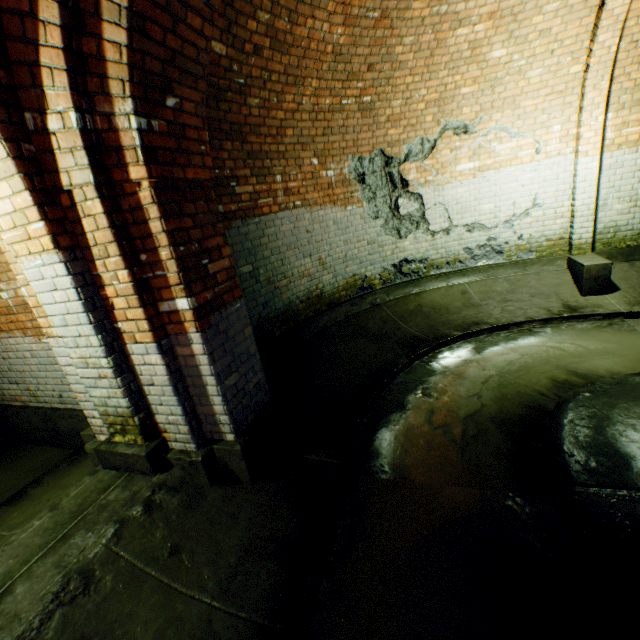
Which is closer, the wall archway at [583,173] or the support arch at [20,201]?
the support arch at [20,201]

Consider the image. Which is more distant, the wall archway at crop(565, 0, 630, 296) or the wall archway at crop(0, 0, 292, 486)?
the wall archway at crop(565, 0, 630, 296)

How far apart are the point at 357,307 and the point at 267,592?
4.3 meters

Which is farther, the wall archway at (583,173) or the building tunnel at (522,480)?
the wall archway at (583,173)

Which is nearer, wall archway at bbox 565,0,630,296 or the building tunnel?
the building tunnel

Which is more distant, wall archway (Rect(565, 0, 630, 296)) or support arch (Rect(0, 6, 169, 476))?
wall archway (Rect(565, 0, 630, 296))
